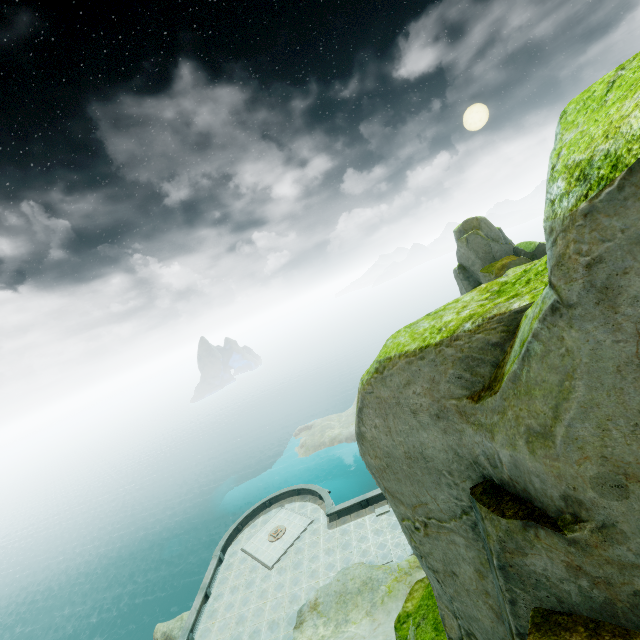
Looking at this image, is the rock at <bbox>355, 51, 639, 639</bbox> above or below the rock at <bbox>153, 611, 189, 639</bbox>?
above

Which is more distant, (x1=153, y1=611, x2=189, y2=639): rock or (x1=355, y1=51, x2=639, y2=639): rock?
(x1=153, y1=611, x2=189, y2=639): rock

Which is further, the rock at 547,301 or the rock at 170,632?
the rock at 170,632

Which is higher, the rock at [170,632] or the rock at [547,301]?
the rock at [547,301]

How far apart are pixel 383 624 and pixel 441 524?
23.0 meters
